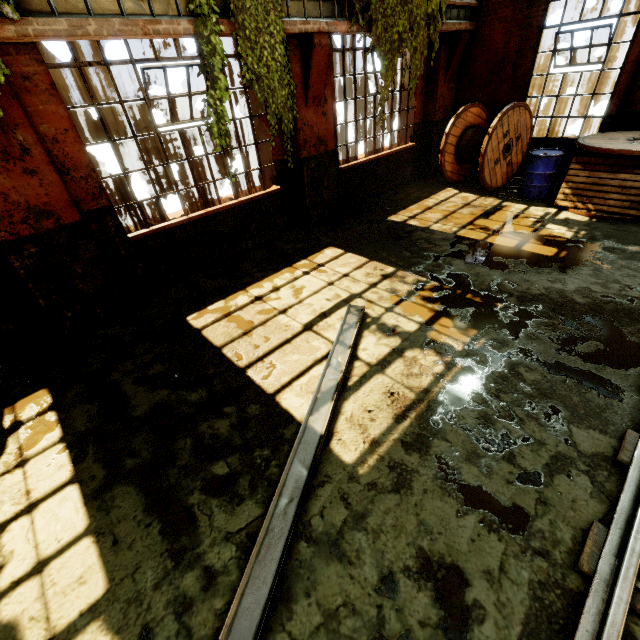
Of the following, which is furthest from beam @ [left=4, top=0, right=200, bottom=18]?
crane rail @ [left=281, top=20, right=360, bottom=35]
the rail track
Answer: the rail track

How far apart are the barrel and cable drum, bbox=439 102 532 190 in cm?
90

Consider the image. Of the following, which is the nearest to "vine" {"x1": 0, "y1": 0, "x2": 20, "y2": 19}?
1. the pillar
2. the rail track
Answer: the rail track

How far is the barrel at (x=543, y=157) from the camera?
7.00m

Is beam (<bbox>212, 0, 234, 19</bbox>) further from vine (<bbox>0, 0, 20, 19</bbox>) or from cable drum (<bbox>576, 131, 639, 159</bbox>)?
cable drum (<bbox>576, 131, 639, 159</bbox>)

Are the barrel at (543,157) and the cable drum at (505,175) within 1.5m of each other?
yes

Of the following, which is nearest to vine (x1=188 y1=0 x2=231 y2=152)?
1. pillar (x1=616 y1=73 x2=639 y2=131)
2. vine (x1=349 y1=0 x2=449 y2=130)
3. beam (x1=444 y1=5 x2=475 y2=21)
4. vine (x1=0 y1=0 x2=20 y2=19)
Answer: vine (x1=0 y1=0 x2=20 y2=19)

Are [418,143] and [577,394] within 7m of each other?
no
